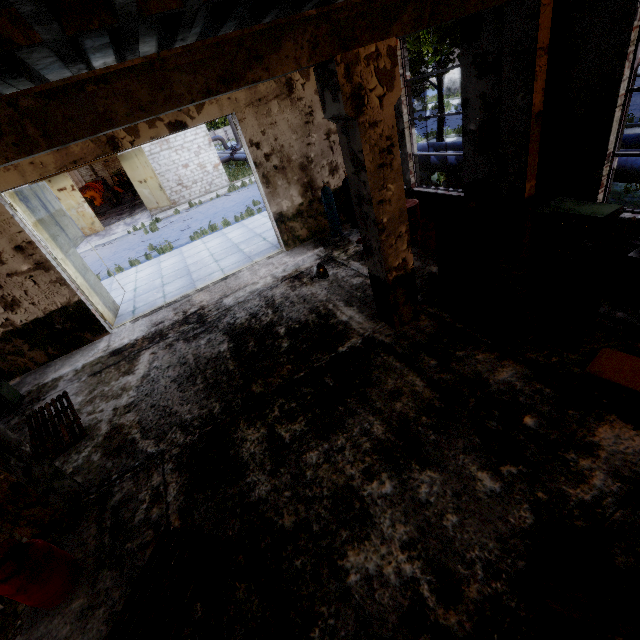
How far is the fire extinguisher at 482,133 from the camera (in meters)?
5.79

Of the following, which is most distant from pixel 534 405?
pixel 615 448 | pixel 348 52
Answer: pixel 348 52

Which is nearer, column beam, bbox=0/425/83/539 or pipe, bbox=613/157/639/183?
column beam, bbox=0/425/83/539

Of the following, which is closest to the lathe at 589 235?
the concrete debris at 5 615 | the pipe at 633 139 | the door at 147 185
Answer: the pipe at 633 139

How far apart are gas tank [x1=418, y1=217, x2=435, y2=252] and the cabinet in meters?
1.1

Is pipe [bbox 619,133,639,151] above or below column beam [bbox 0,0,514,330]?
below

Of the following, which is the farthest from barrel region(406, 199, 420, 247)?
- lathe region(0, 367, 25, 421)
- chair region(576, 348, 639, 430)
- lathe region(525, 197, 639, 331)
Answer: lathe region(0, 367, 25, 421)

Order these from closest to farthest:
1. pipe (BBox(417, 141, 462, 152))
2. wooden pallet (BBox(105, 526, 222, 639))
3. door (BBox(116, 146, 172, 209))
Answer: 1. wooden pallet (BBox(105, 526, 222, 639))
2. pipe (BBox(417, 141, 462, 152))
3. door (BBox(116, 146, 172, 209))
